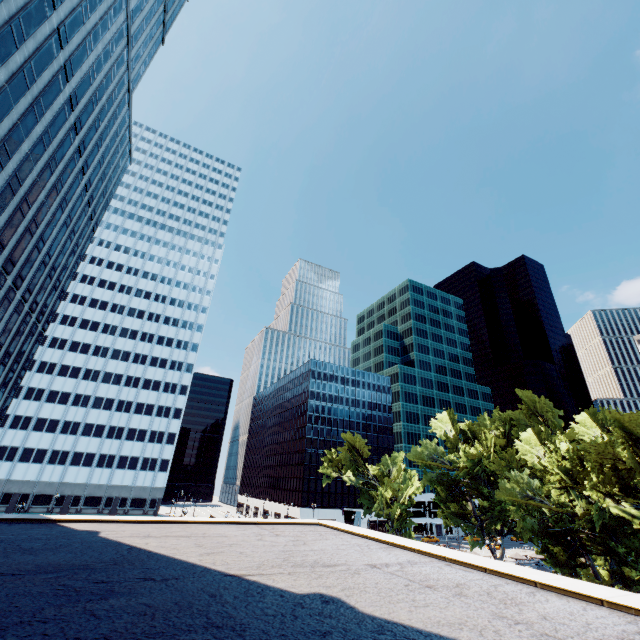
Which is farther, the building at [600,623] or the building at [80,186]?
the building at [80,186]

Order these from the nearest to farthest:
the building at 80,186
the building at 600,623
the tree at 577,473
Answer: the building at 600,623, the building at 80,186, the tree at 577,473

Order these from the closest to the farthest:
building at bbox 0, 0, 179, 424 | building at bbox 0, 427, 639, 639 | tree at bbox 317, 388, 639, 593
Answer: building at bbox 0, 427, 639, 639, building at bbox 0, 0, 179, 424, tree at bbox 317, 388, 639, 593

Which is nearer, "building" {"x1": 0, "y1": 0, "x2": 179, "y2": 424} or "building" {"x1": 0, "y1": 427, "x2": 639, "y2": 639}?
"building" {"x1": 0, "y1": 427, "x2": 639, "y2": 639}

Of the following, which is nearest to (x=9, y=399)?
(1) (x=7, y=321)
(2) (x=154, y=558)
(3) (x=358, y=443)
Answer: (1) (x=7, y=321)

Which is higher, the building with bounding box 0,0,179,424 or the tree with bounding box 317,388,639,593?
the building with bounding box 0,0,179,424

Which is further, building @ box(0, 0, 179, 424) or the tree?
the tree
